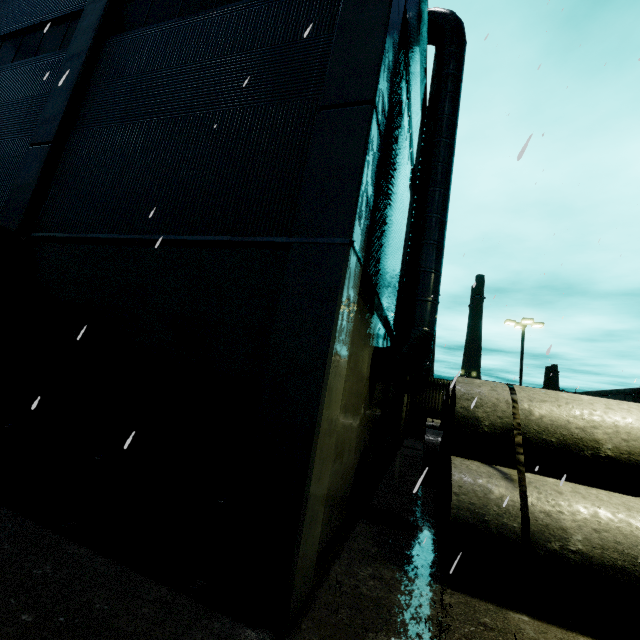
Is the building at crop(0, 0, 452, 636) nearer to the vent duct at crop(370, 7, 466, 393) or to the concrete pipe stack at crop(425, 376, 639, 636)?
the vent duct at crop(370, 7, 466, 393)

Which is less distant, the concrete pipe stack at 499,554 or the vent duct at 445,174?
the concrete pipe stack at 499,554

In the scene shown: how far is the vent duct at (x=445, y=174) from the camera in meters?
8.5 m

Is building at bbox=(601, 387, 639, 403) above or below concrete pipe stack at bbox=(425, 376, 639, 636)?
above

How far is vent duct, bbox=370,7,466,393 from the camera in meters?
8.5 m

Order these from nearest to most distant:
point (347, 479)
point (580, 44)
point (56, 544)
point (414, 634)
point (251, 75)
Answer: point (414, 634)
point (56, 544)
point (251, 75)
point (347, 479)
point (580, 44)

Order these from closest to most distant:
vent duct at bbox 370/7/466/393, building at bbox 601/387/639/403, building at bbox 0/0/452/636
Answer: building at bbox 0/0/452/636
vent duct at bbox 370/7/466/393
building at bbox 601/387/639/403

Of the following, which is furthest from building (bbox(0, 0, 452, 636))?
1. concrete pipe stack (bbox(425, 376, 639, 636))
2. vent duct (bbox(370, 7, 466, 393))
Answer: concrete pipe stack (bbox(425, 376, 639, 636))
